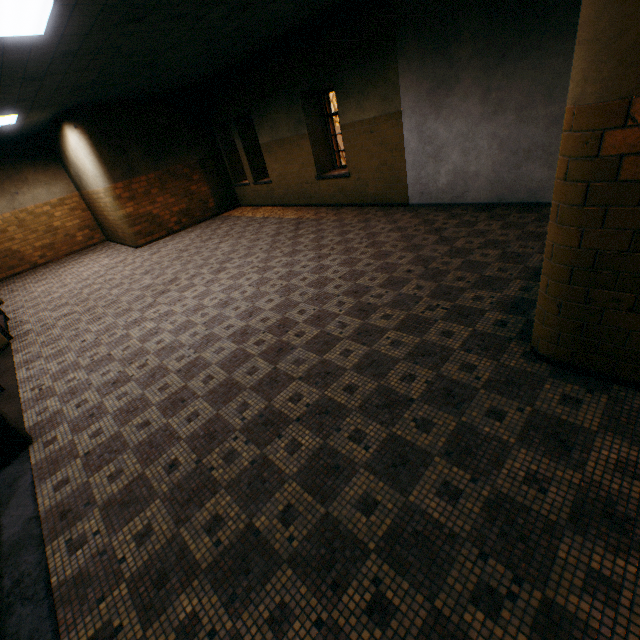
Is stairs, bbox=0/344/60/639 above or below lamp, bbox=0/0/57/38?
below

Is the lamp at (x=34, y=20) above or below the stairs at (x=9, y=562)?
above

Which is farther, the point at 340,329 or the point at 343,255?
the point at 343,255

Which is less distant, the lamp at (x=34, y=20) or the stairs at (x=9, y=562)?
the stairs at (x=9, y=562)

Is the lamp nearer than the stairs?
No
